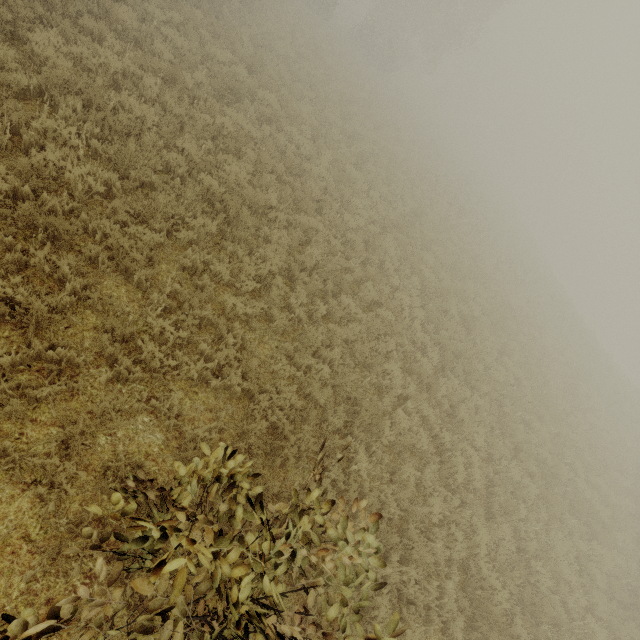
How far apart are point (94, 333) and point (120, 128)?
4.6m
